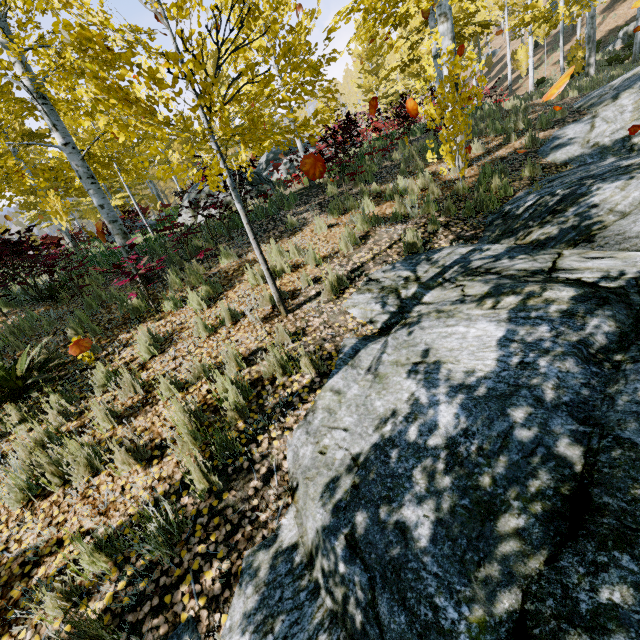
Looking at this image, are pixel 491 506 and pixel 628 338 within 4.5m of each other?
yes

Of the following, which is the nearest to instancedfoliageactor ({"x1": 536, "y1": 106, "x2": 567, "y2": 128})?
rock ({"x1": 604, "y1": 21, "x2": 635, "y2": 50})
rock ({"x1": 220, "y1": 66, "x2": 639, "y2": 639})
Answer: rock ({"x1": 220, "y1": 66, "x2": 639, "y2": 639})

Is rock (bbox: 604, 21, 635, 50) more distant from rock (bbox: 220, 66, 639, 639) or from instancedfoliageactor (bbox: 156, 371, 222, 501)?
rock (bbox: 220, 66, 639, 639)

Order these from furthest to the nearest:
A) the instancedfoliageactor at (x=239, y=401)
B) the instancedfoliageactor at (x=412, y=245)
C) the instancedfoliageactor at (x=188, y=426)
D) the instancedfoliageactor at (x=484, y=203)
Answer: the instancedfoliageactor at (x=484, y=203)
the instancedfoliageactor at (x=412, y=245)
the instancedfoliageactor at (x=239, y=401)
the instancedfoliageactor at (x=188, y=426)

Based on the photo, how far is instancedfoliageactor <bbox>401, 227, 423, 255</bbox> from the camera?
5.1 meters

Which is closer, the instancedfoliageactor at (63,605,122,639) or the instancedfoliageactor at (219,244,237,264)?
the instancedfoliageactor at (63,605,122,639)

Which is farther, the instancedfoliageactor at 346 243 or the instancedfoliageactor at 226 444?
the instancedfoliageactor at 346 243
